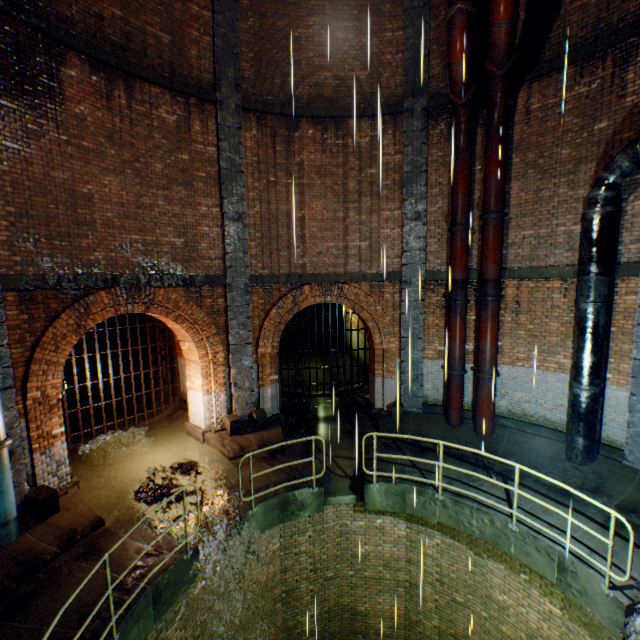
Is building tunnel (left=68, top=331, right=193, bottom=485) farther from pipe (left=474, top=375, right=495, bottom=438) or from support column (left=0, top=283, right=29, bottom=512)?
pipe (left=474, top=375, right=495, bottom=438)

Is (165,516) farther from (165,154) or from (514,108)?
(514,108)

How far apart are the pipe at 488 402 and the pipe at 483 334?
0.1m

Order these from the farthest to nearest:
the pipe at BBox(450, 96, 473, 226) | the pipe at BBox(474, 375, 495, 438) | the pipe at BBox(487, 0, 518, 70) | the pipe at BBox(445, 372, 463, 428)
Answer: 1. the pipe at BBox(445, 372, 463, 428)
2. the pipe at BBox(474, 375, 495, 438)
3. the pipe at BBox(450, 96, 473, 226)
4. the pipe at BBox(487, 0, 518, 70)

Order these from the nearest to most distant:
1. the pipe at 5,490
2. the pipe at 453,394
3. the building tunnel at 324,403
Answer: the pipe at 5,490, the pipe at 453,394, the building tunnel at 324,403

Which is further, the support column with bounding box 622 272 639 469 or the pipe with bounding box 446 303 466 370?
the pipe with bounding box 446 303 466 370

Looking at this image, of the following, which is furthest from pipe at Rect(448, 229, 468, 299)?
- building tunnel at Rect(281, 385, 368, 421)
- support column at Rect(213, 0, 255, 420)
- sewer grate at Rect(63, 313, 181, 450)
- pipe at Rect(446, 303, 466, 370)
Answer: sewer grate at Rect(63, 313, 181, 450)

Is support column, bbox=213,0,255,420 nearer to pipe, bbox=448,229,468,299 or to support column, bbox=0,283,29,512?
support column, bbox=0,283,29,512
